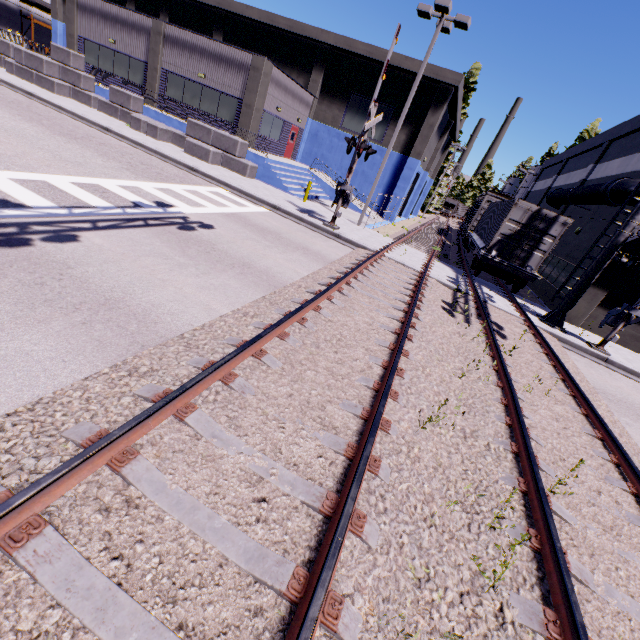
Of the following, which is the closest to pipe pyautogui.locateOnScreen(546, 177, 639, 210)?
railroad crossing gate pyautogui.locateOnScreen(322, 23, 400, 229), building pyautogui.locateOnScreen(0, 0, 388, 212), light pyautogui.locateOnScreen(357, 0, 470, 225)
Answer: building pyautogui.locateOnScreen(0, 0, 388, 212)

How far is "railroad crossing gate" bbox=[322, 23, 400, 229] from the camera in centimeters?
1208cm

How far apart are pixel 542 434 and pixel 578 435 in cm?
119

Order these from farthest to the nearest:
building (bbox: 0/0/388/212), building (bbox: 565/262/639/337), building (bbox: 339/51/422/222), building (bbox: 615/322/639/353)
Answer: building (bbox: 339/51/422/222) < building (bbox: 0/0/388/212) < building (bbox: 615/322/639/353) < building (bbox: 565/262/639/337)

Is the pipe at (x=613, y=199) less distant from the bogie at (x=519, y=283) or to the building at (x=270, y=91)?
the building at (x=270, y=91)

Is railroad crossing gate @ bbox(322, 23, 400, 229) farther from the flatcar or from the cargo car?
the cargo car

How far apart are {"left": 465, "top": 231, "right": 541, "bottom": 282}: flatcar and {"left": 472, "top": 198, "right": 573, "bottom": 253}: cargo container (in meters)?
0.01

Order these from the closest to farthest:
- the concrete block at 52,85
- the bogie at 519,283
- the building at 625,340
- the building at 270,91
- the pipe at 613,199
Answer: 1. the pipe at 613,199
2. the building at 625,340
3. the bogie at 519,283
4. the concrete block at 52,85
5. the building at 270,91
